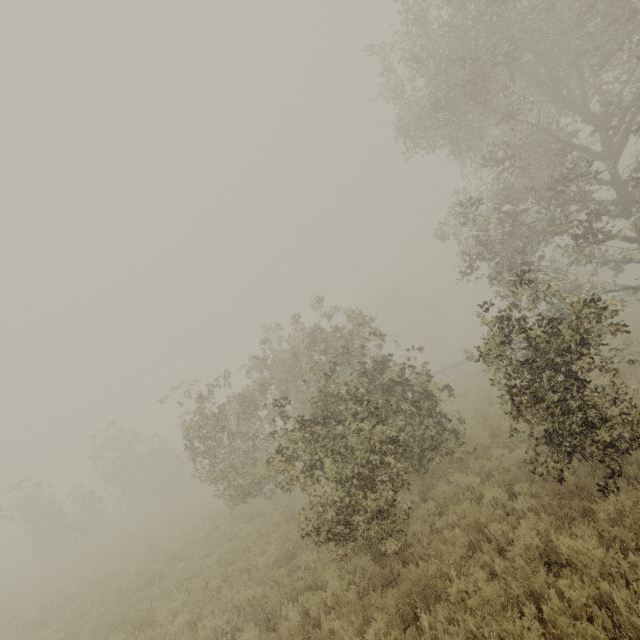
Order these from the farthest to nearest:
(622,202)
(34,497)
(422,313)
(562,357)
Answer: (422,313), (34,497), (622,202), (562,357)
